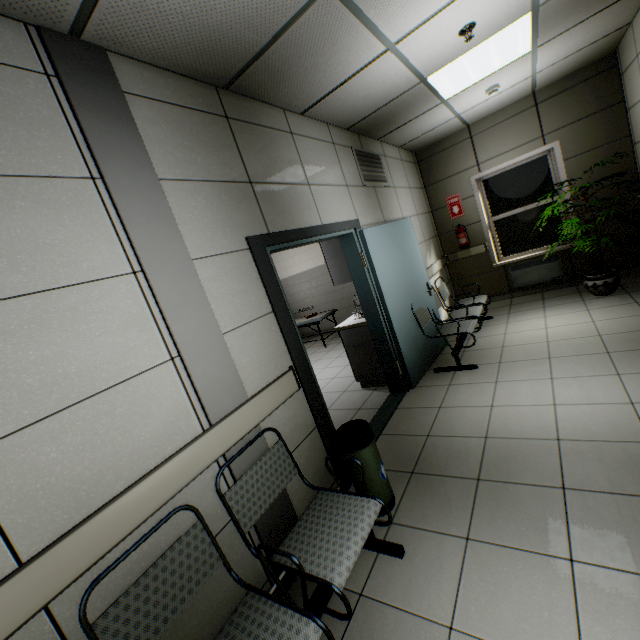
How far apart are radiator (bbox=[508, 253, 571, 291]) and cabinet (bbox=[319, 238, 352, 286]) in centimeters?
378cm

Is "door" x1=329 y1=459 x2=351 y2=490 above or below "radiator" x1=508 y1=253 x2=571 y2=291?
below

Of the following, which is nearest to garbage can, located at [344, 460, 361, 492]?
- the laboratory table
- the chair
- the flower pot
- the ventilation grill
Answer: the chair

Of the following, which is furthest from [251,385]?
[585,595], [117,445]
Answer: [585,595]

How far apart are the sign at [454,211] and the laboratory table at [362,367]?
3.64m

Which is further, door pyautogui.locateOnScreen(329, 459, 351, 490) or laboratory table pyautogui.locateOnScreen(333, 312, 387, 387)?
laboratory table pyautogui.locateOnScreen(333, 312, 387, 387)

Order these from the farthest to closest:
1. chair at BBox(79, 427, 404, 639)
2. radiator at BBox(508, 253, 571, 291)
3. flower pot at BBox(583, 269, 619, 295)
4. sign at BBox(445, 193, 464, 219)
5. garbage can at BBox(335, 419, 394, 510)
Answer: sign at BBox(445, 193, 464, 219)
radiator at BBox(508, 253, 571, 291)
flower pot at BBox(583, 269, 619, 295)
garbage can at BBox(335, 419, 394, 510)
chair at BBox(79, 427, 404, 639)

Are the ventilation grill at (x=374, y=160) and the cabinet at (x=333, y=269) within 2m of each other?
yes
